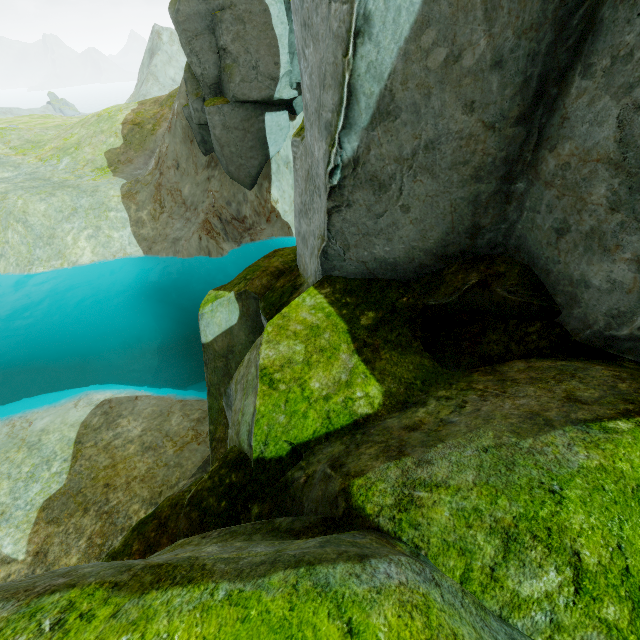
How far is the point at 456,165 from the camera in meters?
3.6
